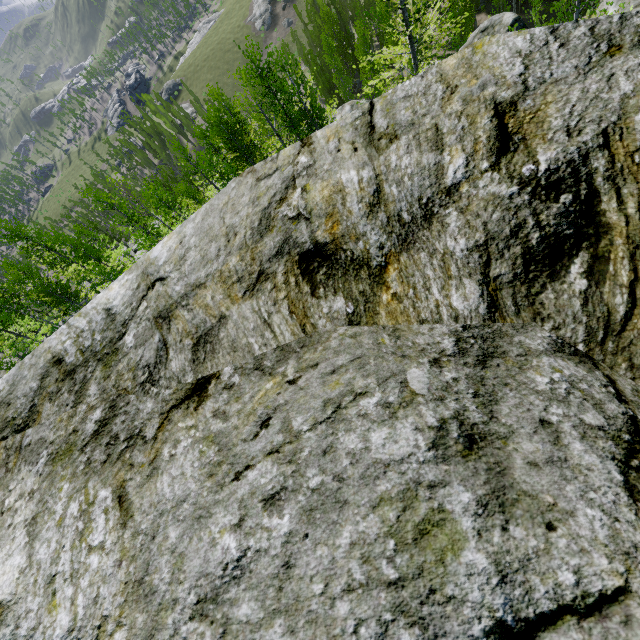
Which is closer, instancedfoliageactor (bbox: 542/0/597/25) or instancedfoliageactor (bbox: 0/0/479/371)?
instancedfoliageactor (bbox: 542/0/597/25)

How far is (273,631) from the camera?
0.75m

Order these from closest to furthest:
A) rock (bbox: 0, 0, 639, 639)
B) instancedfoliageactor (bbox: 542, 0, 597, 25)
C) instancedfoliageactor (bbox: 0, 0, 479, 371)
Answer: rock (bbox: 0, 0, 639, 639), instancedfoliageactor (bbox: 542, 0, 597, 25), instancedfoliageactor (bbox: 0, 0, 479, 371)

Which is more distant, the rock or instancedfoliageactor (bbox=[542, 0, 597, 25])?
instancedfoliageactor (bbox=[542, 0, 597, 25])

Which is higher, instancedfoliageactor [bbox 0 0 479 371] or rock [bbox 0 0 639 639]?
rock [bbox 0 0 639 639]

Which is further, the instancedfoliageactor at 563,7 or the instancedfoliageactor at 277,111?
the instancedfoliageactor at 277,111

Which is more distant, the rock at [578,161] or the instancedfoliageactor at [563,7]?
the instancedfoliageactor at [563,7]
